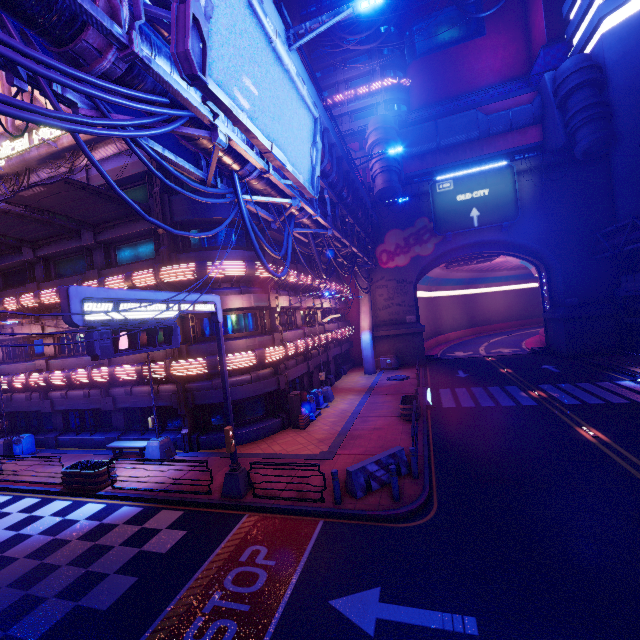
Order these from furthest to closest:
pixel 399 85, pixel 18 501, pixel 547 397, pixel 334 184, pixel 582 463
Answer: pixel 399 85, pixel 547 397, pixel 334 184, pixel 18 501, pixel 582 463

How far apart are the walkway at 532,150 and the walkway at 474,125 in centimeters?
147cm

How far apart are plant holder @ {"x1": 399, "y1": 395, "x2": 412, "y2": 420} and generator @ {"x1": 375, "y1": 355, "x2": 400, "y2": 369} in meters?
13.2 m

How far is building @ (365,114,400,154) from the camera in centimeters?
3105cm

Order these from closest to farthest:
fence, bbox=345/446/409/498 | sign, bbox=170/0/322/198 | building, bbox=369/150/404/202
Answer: sign, bbox=170/0/322/198, fence, bbox=345/446/409/498, building, bbox=369/150/404/202

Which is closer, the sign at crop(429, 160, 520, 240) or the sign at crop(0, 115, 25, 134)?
the sign at crop(0, 115, 25, 134)

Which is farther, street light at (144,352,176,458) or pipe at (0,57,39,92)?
street light at (144,352,176,458)

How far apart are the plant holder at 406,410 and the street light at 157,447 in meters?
11.7
